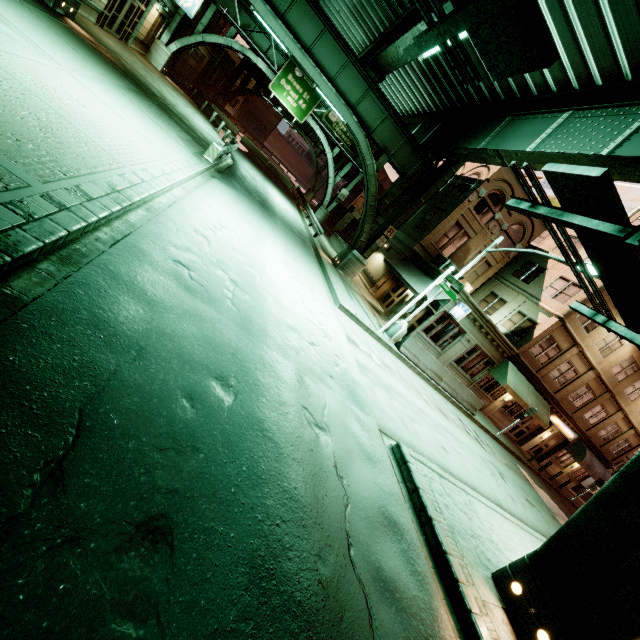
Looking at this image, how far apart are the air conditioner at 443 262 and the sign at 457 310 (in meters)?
4.51

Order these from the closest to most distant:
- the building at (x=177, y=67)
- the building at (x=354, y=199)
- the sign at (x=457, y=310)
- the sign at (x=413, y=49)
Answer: the sign at (x=413, y=49) → the sign at (x=457, y=310) → the building at (x=177, y=67) → the building at (x=354, y=199)

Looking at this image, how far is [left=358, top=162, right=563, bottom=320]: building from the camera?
23.3m

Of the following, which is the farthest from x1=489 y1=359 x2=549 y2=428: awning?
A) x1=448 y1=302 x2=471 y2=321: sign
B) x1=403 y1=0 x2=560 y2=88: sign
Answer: x1=403 y1=0 x2=560 y2=88: sign

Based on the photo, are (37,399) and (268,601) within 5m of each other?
yes

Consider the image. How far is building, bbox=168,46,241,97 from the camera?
35.22m

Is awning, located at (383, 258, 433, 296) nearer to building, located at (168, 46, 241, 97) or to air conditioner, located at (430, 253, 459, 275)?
air conditioner, located at (430, 253, 459, 275)

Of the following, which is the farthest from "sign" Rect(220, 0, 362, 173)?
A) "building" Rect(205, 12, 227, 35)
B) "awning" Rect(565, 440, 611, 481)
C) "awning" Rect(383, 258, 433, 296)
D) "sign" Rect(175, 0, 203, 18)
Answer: "awning" Rect(565, 440, 611, 481)
